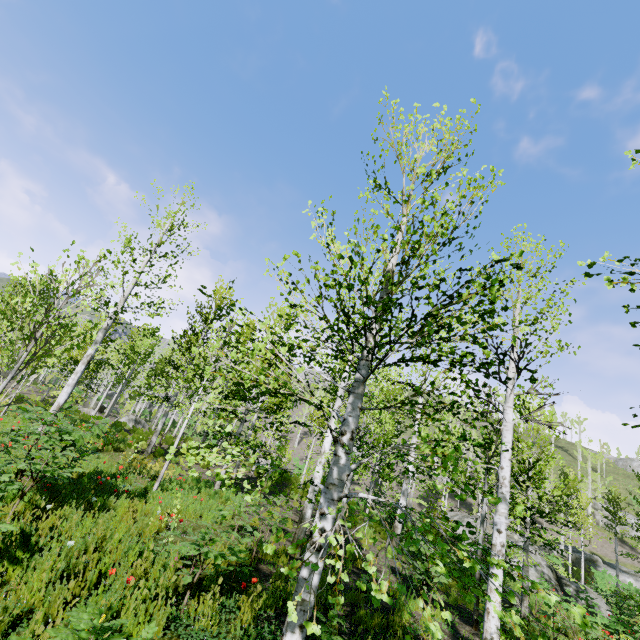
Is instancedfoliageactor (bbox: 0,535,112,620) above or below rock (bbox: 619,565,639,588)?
below

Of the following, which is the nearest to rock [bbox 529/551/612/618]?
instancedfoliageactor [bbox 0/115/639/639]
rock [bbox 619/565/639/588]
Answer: instancedfoliageactor [bbox 0/115/639/639]

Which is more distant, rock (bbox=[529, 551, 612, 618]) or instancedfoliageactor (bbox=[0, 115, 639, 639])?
rock (bbox=[529, 551, 612, 618])

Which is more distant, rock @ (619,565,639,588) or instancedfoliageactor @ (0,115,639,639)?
rock @ (619,565,639,588)

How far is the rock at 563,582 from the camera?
15.4 meters

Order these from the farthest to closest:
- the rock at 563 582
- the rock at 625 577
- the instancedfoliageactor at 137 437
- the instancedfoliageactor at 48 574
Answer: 1. the rock at 625 577
2. the rock at 563 582
3. the instancedfoliageactor at 48 574
4. the instancedfoliageactor at 137 437

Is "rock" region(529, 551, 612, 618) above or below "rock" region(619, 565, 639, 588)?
below

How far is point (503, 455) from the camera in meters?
6.2 m
